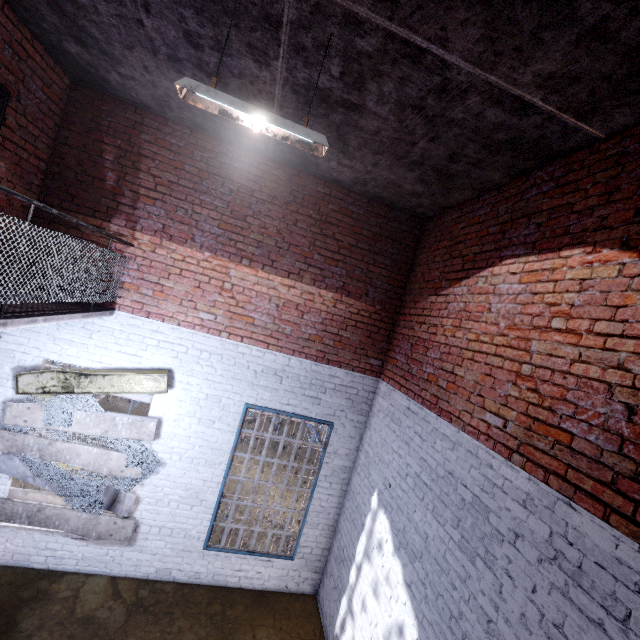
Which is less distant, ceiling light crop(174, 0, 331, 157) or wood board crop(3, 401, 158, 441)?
ceiling light crop(174, 0, 331, 157)

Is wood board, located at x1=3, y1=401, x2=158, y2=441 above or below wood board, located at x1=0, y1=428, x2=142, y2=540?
above

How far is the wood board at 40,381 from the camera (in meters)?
4.54

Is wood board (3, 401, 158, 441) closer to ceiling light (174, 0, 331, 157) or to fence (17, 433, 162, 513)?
fence (17, 433, 162, 513)

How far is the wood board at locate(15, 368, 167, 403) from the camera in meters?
4.5

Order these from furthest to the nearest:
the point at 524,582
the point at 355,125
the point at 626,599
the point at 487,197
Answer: the point at 487,197, the point at 355,125, the point at 524,582, the point at 626,599

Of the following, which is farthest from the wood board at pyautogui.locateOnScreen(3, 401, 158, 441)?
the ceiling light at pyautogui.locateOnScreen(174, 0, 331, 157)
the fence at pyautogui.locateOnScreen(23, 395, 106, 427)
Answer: the ceiling light at pyautogui.locateOnScreen(174, 0, 331, 157)

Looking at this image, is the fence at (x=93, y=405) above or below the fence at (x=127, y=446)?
above
